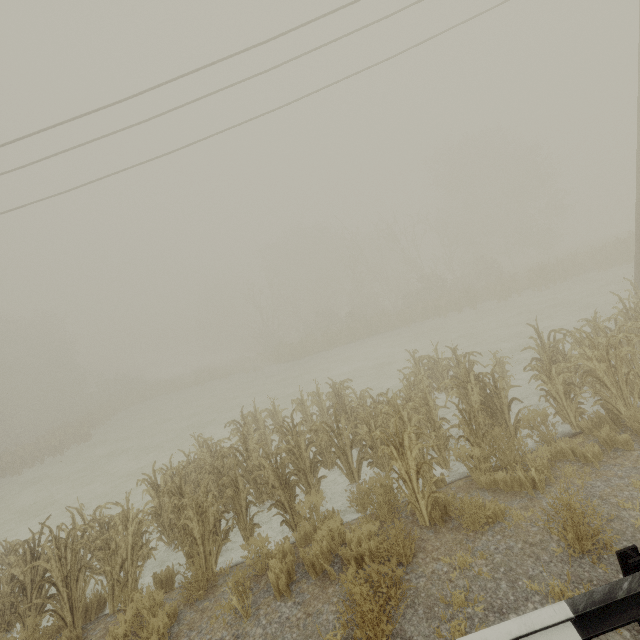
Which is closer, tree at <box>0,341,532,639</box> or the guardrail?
the guardrail

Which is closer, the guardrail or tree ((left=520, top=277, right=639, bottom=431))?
the guardrail

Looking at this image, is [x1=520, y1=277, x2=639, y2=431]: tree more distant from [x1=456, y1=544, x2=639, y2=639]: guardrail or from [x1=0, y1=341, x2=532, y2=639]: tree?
[x1=0, y1=341, x2=532, y2=639]: tree

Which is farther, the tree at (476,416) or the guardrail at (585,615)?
the tree at (476,416)

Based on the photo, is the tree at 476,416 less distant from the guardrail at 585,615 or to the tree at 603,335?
the guardrail at 585,615

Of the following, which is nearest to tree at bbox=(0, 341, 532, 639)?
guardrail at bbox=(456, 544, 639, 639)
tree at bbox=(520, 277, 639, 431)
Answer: guardrail at bbox=(456, 544, 639, 639)

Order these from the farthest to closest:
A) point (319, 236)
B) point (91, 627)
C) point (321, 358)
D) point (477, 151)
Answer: point (319, 236) < point (477, 151) < point (321, 358) < point (91, 627)
